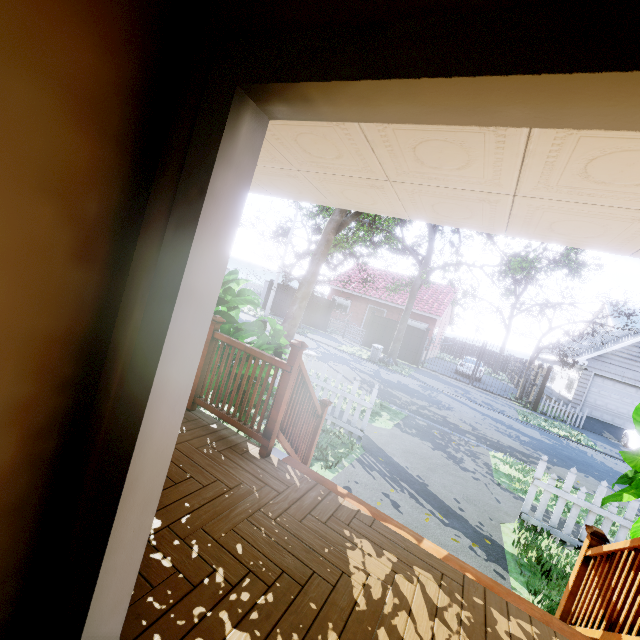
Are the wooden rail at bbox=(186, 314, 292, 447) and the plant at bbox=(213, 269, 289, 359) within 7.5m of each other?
yes

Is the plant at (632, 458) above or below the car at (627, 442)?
above

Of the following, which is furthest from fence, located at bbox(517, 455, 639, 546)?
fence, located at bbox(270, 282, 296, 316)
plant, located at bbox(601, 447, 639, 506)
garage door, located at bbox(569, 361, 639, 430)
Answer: fence, located at bbox(270, 282, 296, 316)

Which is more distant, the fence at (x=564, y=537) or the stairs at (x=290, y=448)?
the fence at (x=564, y=537)

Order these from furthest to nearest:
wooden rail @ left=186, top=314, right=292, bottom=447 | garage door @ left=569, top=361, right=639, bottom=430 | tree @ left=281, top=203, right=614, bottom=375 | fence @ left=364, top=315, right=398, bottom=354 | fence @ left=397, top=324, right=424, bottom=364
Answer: fence @ left=364, top=315, right=398, bottom=354 < fence @ left=397, top=324, right=424, bottom=364 < garage door @ left=569, top=361, right=639, bottom=430 < tree @ left=281, top=203, right=614, bottom=375 < wooden rail @ left=186, top=314, right=292, bottom=447

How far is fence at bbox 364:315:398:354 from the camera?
21.6 meters

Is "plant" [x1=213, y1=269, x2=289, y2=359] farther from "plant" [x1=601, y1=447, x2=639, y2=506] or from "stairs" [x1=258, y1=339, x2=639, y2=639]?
"plant" [x1=601, y1=447, x2=639, y2=506]

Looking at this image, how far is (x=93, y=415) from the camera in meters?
1.0
